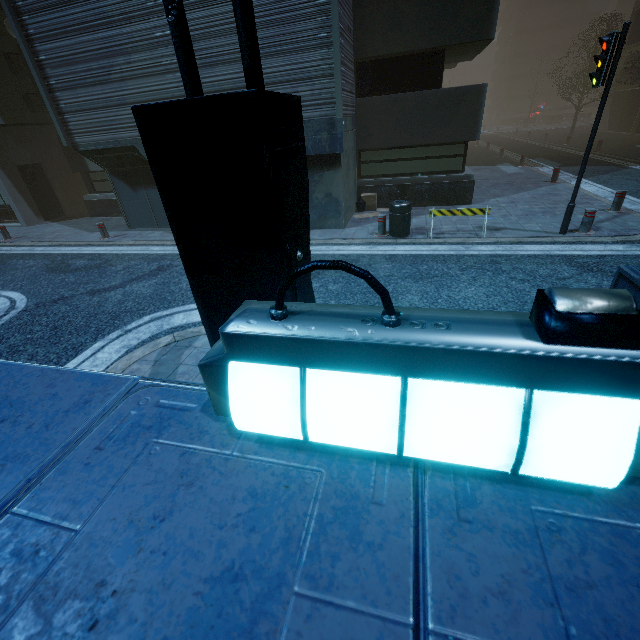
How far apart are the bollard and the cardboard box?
6.0m

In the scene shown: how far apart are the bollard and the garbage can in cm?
401

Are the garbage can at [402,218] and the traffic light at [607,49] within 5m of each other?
yes

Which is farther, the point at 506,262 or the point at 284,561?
the point at 506,262

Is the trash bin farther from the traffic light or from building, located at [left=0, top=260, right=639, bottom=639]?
the traffic light

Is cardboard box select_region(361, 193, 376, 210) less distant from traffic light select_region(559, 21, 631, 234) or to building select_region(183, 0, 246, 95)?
building select_region(183, 0, 246, 95)

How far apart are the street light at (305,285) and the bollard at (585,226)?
8.6m

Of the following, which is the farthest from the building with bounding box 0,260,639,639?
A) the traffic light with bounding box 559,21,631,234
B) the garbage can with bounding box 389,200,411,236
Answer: the traffic light with bounding box 559,21,631,234
